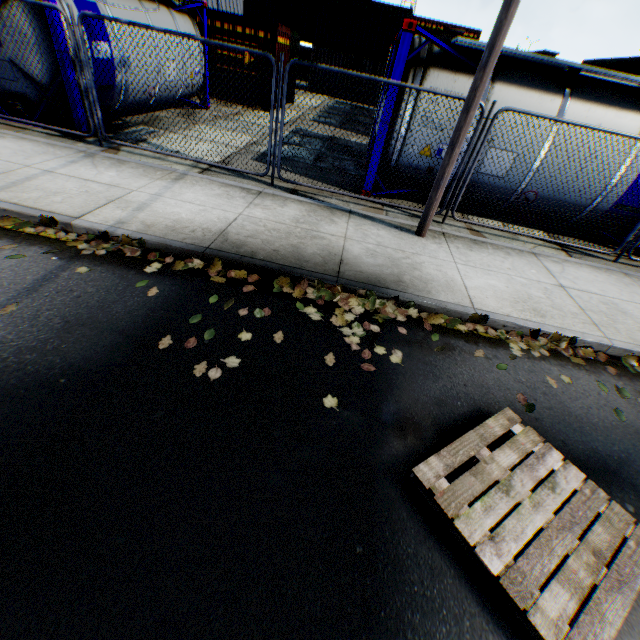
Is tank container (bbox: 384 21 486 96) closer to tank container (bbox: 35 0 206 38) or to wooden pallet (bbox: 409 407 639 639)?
wooden pallet (bbox: 409 407 639 639)

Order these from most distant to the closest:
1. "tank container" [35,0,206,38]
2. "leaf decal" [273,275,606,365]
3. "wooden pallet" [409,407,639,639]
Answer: "tank container" [35,0,206,38], "leaf decal" [273,275,606,365], "wooden pallet" [409,407,639,639]

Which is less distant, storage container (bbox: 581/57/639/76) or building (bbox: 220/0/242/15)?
storage container (bbox: 581/57/639/76)

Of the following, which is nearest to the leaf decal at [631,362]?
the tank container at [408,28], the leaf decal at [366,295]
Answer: the leaf decal at [366,295]

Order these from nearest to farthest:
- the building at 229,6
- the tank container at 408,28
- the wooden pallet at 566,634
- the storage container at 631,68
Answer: the wooden pallet at 566,634 < the tank container at 408,28 < the storage container at 631,68 < the building at 229,6

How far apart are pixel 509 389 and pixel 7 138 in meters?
9.8 m

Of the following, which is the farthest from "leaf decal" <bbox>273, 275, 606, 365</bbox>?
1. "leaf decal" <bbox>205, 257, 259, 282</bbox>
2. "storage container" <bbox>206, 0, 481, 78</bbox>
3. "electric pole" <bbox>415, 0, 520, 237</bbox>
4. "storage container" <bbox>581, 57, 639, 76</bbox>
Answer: "storage container" <bbox>581, 57, 639, 76</bbox>

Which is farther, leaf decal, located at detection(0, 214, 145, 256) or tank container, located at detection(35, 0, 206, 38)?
tank container, located at detection(35, 0, 206, 38)
